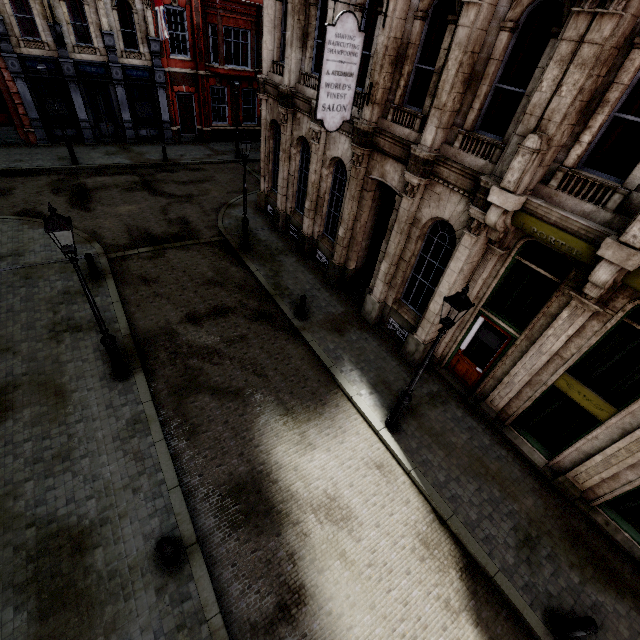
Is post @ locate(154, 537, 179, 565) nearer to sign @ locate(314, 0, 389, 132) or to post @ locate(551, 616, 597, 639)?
post @ locate(551, 616, 597, 639)

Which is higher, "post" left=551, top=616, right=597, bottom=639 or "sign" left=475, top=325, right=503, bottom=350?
"sign" left=475, top=325, right=503, bottom=350

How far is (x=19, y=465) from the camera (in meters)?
7.02

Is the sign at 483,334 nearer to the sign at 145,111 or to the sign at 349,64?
the sign at 349,64

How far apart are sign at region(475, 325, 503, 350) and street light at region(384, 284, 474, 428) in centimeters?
305cm

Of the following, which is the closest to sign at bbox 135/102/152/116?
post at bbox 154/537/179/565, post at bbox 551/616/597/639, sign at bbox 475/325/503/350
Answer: sign at bbox 475/325/503/350

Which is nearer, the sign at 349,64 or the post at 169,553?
the post at 169,553

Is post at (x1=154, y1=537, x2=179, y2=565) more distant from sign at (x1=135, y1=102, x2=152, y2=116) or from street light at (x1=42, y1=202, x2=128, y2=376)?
sign at (x1=135, y1=102, x2=152, y2=116)
